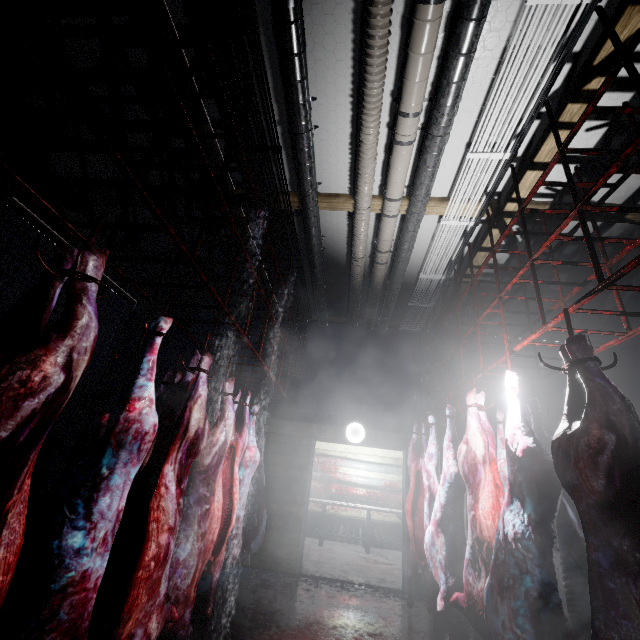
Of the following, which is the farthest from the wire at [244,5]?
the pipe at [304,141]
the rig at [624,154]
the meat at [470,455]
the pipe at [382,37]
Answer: the meat at [470,455]

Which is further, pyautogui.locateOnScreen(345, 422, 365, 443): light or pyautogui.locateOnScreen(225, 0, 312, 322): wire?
pyautogui.locateOnScreen(345, 422, 365, 443): light

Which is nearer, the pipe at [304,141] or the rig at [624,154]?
the rig at [624,154]

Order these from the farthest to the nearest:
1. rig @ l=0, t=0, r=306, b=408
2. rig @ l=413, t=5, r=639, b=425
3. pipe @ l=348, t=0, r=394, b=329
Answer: pipe @ l=348, t=0, r=394, b=329 < rig @ l=413, t=5, r=639, b=425 < rig @ l=0, t=0, r=306, b=408

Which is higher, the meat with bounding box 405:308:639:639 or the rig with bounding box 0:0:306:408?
the rig with bounding box 0:0:306:408

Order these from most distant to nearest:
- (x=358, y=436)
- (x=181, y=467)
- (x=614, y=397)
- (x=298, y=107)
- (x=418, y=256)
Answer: (x=358, y=436) → (x=418, y=256) → (x=298, y=107) → (x=181, y=467) → (x=614, y=397)

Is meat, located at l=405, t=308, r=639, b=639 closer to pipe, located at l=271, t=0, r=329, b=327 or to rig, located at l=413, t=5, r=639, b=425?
rig, located at l=413, t=5, r=639, b=425

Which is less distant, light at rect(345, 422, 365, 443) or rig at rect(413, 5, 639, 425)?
rig at rect(413, 5, 639, 425)
